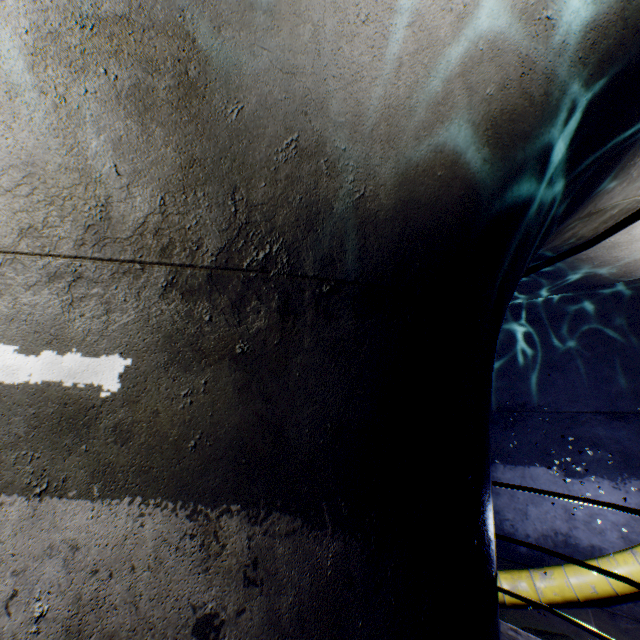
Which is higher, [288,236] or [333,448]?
[288,236]

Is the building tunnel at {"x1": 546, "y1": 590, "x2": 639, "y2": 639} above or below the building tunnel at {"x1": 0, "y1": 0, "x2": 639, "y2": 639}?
below

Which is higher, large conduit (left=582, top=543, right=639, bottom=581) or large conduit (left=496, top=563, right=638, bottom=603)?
large conduit (left=582, top=543, right=639, bottom=581)

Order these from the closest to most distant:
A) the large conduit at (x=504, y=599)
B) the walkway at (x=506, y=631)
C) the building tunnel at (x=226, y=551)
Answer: the building tunnel at (x=226, y=551), the walkway at (x=506, y=631), the large conduit at (x=504, y=599)

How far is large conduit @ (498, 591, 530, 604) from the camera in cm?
479

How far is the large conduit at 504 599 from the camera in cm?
479

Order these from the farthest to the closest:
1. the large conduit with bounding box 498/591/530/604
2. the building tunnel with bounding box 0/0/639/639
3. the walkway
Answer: the large conduit with bounding box 498/591/530/604 < the walkway < the building tunnel with bounding box 0/0/639/639
